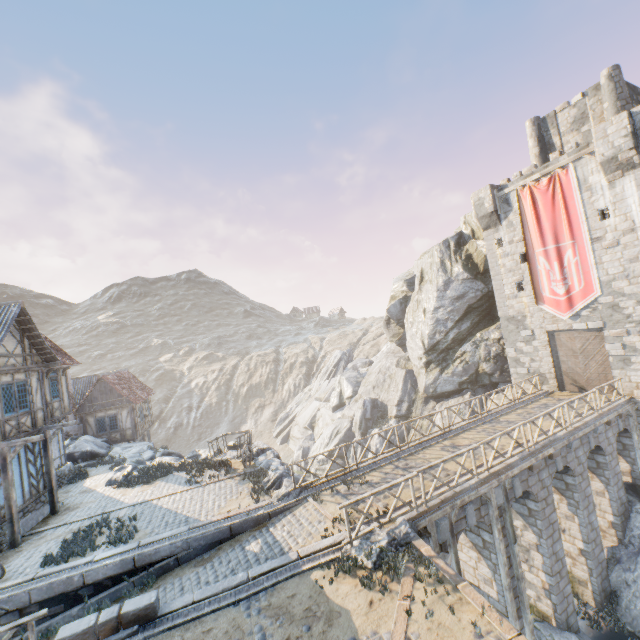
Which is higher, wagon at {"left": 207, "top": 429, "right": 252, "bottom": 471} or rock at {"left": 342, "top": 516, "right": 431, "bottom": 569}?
wagon at {"left": 207, "top": 429, "right": 252, "bottom": 471}

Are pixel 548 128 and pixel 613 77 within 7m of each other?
yes

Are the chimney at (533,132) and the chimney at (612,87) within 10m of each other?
yes

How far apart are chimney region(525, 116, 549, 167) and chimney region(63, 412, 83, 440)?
40.2 meters

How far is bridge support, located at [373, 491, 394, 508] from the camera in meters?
11.1

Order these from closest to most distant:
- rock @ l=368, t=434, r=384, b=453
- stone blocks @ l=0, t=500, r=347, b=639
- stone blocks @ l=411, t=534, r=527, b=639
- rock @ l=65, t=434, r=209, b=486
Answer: stone blocks @ l=411, t=534, r=527, b=639 < stone blocks @ l=0, t=500, r=347, b=639 < rock @ l=65, t=434, r=209, b=486 < rock @ l=368, t=434, r=384, b=453

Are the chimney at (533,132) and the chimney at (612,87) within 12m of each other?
yes

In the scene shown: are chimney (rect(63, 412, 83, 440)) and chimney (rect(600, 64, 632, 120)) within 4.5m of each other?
no
